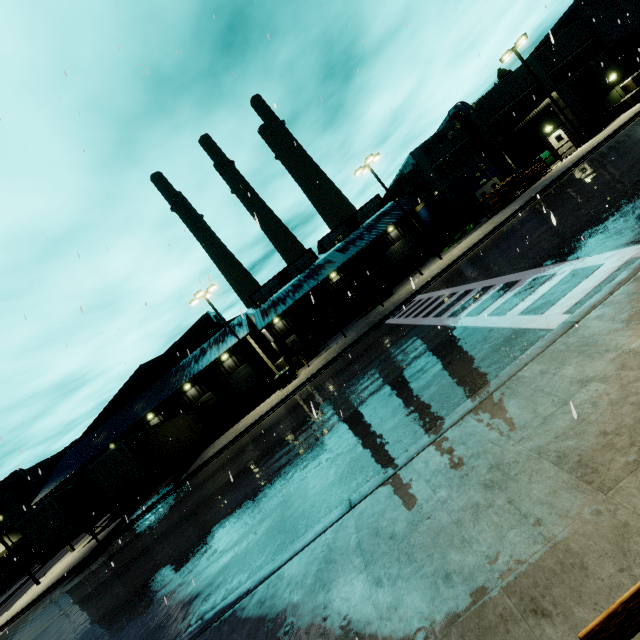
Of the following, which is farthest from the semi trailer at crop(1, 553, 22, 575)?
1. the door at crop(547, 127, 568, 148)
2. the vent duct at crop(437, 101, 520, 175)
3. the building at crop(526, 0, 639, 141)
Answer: the door at crop(547, 127, 568, 148)

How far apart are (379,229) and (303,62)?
23.69m

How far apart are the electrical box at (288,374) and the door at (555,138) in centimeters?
3093cm

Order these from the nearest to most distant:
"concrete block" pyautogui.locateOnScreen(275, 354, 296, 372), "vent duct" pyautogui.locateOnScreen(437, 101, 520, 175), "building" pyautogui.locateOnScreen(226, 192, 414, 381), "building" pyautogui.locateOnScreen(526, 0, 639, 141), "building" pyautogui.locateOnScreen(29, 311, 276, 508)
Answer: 1. "building" pyautogui.locateOnScreen(526, 0, 639, 141)
2. "building" pyautogui.locateOnScreen(29, 311, 276, 508)
3. "concrete block" pyautogui.locateOnScreen(275, 354, 296, 372)
4. "vent duct" pyautogui.locateOnScreen(437, 101, 520, 175)
5. "building" pyautogui.locateOnScreen(226, 192, 414, 381)

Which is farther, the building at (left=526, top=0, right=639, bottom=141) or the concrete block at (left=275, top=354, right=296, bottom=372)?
the concrete block at (left=275, top=354, right=296, bottom=372)

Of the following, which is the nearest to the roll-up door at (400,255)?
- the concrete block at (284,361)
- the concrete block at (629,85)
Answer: the concrete block at (284,361)

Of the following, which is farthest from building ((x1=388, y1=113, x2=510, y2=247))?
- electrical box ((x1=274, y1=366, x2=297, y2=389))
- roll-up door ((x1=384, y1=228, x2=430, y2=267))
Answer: electrical box ((x1=274, y1=366, x2=297, y2=389))

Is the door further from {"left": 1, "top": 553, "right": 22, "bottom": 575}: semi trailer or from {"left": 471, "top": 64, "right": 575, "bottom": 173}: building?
{"left": 1, "top": 553, "right": 22, "bottom": 575}: semi trailer
